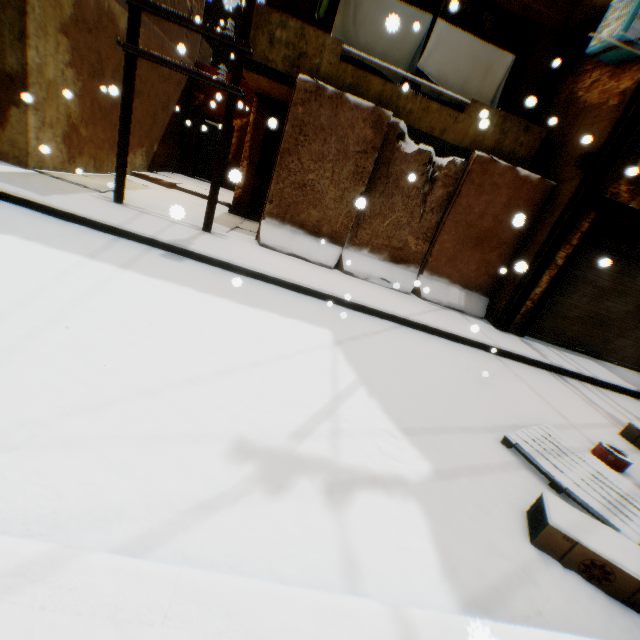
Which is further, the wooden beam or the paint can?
the wooden beam

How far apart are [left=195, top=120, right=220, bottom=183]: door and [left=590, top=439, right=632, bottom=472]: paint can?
14.74m

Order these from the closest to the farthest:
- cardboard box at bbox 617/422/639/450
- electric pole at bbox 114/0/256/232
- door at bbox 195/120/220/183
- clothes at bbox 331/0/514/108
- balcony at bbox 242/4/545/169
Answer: cardboard box at bbox 617/422/639/450
electric pole at bbox 114/0/256/232
balcony at bbox 242/4/545/169
clothes at bbox 331/0/514/108
door at bbox 195/120/220/183

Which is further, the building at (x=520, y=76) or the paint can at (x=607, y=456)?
the building at (x=520, y=76)

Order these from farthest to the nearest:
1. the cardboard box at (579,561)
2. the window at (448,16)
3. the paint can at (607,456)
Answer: the window at (448,16), the paint can at (607,456), the cardboard box at (579,561)

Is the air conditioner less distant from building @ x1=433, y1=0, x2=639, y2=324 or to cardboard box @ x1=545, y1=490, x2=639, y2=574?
building @ x1=433, y1=0, x2=639, y2=324

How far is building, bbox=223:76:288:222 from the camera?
8.96m

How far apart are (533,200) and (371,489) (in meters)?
7.84
